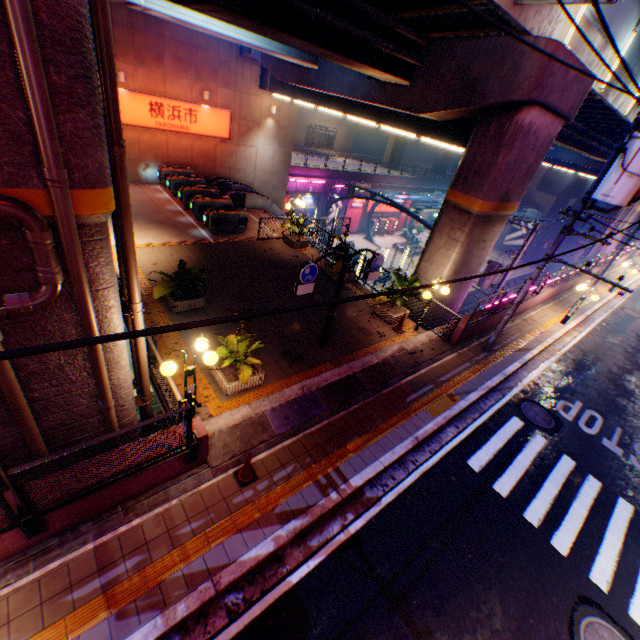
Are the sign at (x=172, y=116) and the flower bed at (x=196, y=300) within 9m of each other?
no

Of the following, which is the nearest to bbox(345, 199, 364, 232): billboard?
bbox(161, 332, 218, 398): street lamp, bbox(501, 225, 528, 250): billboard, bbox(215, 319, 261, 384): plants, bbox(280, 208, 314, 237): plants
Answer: bbox(280, 208, 314, 237): plants

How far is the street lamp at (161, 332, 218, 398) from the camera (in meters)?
6.08

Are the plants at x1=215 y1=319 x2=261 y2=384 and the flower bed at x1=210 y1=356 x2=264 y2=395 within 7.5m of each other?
yes

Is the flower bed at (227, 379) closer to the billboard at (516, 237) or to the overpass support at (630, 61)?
the overpass support at (630, 61)

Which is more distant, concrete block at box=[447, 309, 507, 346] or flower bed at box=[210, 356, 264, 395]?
concrete block at box=[447, 309, 507, 346]

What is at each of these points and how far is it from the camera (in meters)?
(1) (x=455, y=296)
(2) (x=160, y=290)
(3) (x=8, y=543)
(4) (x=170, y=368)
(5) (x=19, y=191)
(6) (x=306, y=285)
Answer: (1) overpass support, 14.19
(2) plants, 9.67
(3) concrete block, 4.70
(4) street lamp, 6.07
(5) overpass support, 3.73
(6) sign, 8.20

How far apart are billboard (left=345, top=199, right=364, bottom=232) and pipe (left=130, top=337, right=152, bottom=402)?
33.4 meters
